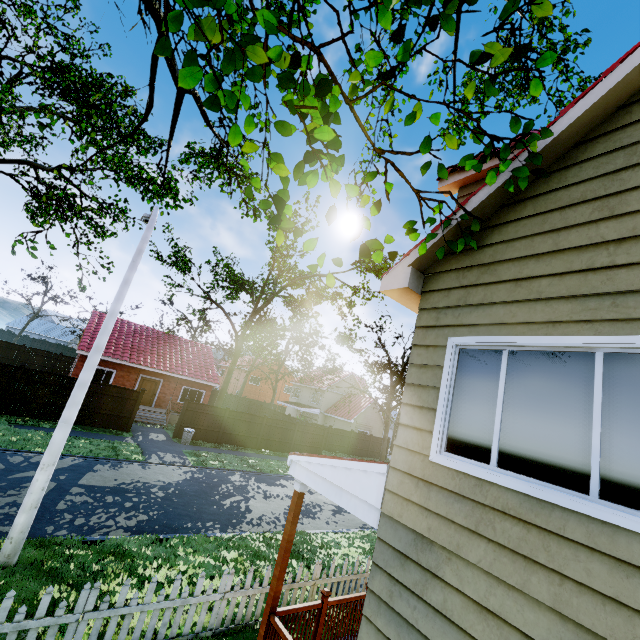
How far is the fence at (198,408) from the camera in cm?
2092

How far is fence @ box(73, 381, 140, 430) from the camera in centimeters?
1777cm

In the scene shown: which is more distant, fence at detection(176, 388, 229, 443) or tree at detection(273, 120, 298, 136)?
fence at detection(176, 388, 229, 443)

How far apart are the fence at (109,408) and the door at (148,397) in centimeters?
630cm

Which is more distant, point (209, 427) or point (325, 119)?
point (209, 427)

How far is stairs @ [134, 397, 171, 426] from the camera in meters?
22.5 m

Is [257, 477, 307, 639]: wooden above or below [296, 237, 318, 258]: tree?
below

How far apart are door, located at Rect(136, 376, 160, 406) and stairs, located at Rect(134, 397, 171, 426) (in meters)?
1.96
